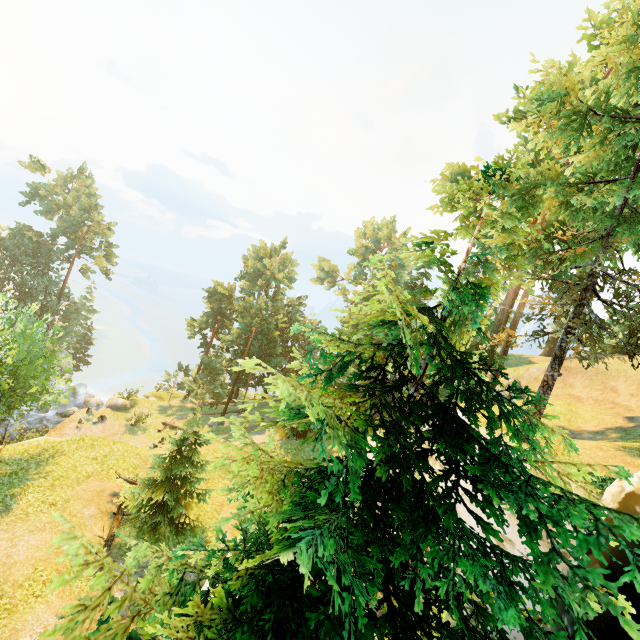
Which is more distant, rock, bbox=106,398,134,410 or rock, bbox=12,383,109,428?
rock, bbox=106,398,134,410

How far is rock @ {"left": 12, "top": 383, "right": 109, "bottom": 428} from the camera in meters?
32.6 m

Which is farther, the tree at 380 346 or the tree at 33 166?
the tree at 33 166

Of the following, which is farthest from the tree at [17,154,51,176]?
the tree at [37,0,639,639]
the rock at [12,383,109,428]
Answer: the rock at [12,383,109,428]

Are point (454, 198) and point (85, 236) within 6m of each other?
no

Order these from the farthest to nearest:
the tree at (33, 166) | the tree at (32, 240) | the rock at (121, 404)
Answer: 1. the tree at (33, 166)
2. the rock at (121, 404)
3. the tree at (32, 240)

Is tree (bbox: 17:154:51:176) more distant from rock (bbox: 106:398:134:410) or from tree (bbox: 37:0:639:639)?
rock (bbox: 106:398:134:410)
